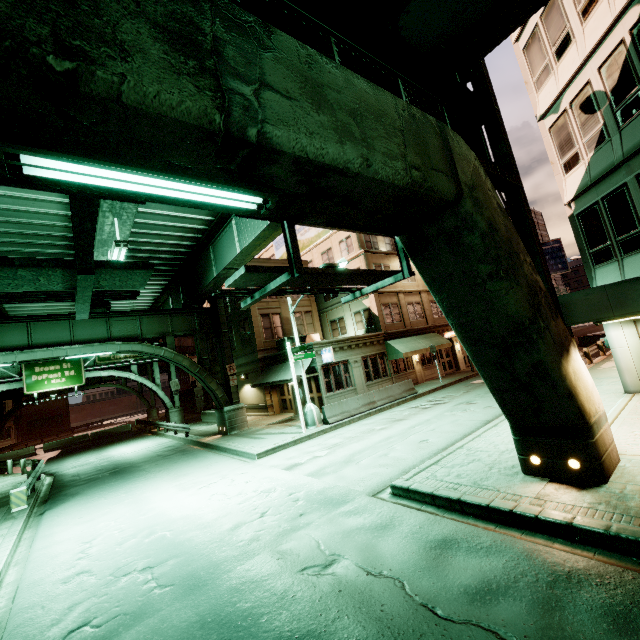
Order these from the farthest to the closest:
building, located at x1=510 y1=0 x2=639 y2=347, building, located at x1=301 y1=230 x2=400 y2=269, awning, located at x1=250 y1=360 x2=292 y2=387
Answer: building, located at x1=301 y1=230 x2=400 y2=269 → awning, located at x1=250 y1=360 x2=292 y2=387 → building, located at x1=510 y1=0 x2=639 y2=347

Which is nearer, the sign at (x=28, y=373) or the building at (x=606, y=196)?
the building at (x=606, y=196)

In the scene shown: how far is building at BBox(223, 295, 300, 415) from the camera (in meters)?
25.70

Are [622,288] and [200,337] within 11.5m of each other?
no

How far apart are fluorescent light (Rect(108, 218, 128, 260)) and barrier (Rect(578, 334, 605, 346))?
36.15m

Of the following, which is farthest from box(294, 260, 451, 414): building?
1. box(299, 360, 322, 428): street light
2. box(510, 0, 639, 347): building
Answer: box(510, 0, 639, 347): building

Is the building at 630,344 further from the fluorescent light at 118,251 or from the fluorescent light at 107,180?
the fluorescent light at 118,251

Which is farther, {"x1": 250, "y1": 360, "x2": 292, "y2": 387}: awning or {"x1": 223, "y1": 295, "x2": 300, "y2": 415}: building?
{"x1": 223, "y1": 295, "x2": 300, "y2": 415}: building
